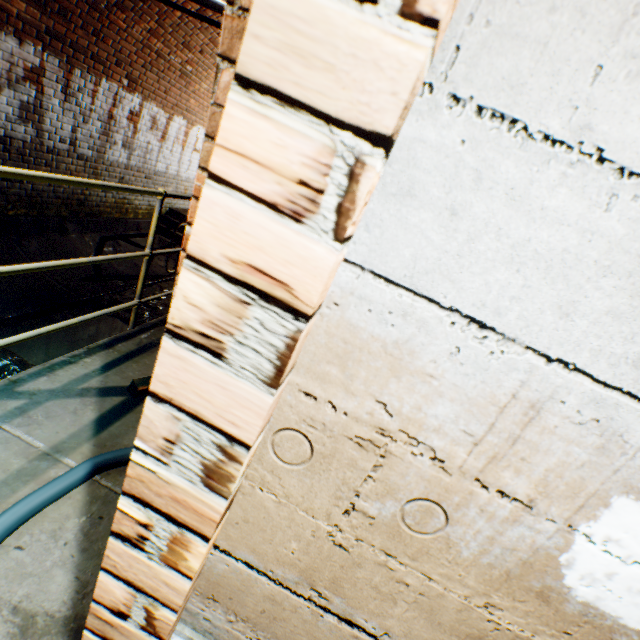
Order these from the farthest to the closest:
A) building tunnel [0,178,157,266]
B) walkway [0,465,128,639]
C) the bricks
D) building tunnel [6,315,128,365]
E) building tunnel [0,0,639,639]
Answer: building tunnel [0,178,157,266] < building tunnel [6,315,128,365] < the bricks < walkway [0,465,128,639] < building tunnel [0,0,639,639]

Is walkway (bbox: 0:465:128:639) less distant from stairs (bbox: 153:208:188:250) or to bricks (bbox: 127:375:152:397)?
bricks (bbox: 127:375:152:397)

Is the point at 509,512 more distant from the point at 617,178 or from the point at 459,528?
the point at 617,178

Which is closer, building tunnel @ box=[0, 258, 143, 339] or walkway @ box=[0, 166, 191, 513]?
walkway @ box=[0, 166, 191, 513]

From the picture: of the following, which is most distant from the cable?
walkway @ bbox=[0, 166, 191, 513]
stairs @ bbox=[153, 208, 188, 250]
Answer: stairs @ bbox=[153, 208, 188, 250]

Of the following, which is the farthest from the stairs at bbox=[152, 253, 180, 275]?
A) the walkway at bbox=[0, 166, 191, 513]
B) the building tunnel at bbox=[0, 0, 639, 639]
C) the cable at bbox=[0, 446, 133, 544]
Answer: the cable at bbox=[0, 446, 133, 544]

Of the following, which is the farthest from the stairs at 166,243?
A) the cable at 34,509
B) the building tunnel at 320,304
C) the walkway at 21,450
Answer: the cable at 34,509

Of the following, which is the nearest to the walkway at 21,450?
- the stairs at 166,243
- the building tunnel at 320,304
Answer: the building tunnel at 320,304
